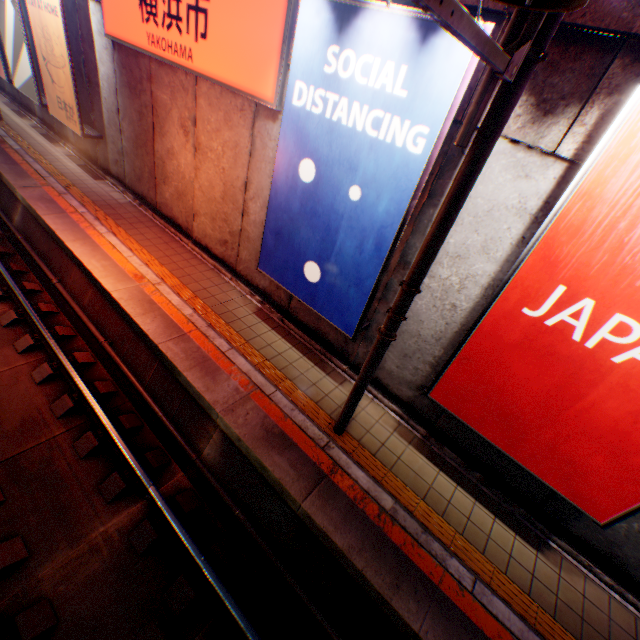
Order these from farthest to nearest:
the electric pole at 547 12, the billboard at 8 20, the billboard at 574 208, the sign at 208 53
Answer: the billboard at 8 20 → the sign at 208 53 → the billboard at 574 208 → the electric pole at 547 12

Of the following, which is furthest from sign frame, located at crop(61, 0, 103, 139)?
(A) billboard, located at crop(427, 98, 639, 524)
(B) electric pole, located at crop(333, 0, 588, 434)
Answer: (A) billboard, located at crop(427, 98, 639, 524)

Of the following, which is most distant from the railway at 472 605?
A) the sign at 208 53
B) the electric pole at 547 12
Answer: the sign at 208 53

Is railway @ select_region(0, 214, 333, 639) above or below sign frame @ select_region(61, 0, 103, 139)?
below

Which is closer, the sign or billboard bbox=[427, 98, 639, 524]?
billboard bbox=[427, 98, 639, 524]

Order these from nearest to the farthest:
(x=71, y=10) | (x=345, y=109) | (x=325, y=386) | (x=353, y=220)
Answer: (x=345, y=109) < (x=353, y=220) < (x=325, y=386) < (x=71, y=10)

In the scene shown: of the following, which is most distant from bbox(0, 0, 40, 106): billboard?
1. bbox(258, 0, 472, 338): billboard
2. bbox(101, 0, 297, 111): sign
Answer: bbox(258, 0, 472, 338): billboard

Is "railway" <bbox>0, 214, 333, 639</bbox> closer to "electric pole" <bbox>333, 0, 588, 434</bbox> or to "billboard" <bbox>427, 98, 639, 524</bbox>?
"electric pole" <bbox>333, 0, 588, 434</bbox>
